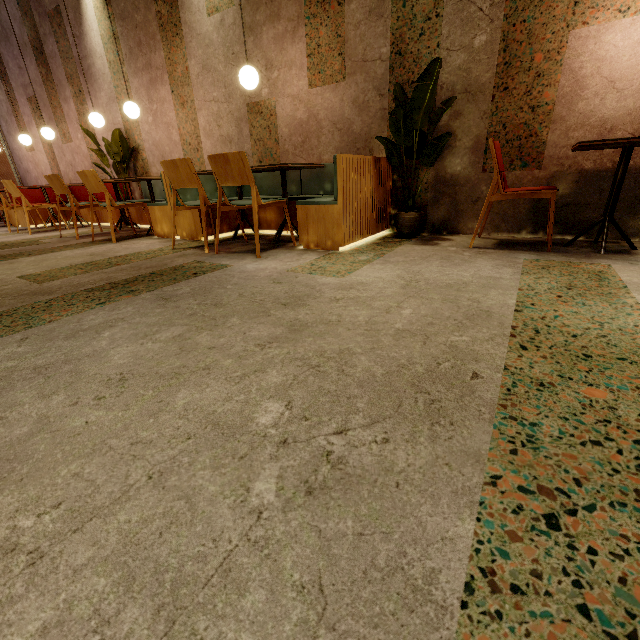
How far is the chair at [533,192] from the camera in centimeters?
249cm

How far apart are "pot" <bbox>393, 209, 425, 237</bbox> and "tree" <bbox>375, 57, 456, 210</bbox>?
0.0 meters

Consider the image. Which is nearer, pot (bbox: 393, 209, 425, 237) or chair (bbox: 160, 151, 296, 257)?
chair (bbox: 160, 151, 296, 257)

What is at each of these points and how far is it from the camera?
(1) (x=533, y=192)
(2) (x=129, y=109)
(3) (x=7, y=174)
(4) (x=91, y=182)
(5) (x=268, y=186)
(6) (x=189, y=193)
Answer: (1) chair, 2.6 meters
(2) lamp, 4.2 meters
(3) building, 9.1 meters
(4) chair, 3.9 meters
(5) seat, 4.5 meters
(6) seat, 4.1 meters

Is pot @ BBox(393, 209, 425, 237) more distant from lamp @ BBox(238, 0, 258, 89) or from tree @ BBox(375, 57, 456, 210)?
lamp @ BBox(238, 0, 258, 89)

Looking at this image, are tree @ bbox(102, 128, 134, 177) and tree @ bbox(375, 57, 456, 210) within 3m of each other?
no

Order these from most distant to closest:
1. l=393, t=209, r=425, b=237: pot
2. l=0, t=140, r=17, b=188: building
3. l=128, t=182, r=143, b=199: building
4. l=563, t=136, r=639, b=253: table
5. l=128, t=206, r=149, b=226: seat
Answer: l=0, t=140, r=17, b=188: building → l=128, t=182, r=143, b=199: building → l=128, t=206, r=149, b=226: seat → l=393, t=209, r=425, b=237: pot → l=563, t=136, r=639, b=253: table

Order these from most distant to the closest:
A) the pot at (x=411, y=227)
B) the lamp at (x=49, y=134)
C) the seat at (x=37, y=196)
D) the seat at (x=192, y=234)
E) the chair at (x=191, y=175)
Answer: the seat at (x=37, y=196) < the lamp at (x=49, y=134) < the seat at (x=192, y=234) < the pot at (x=411, y=227) < the chair at (x=191, y=175)
